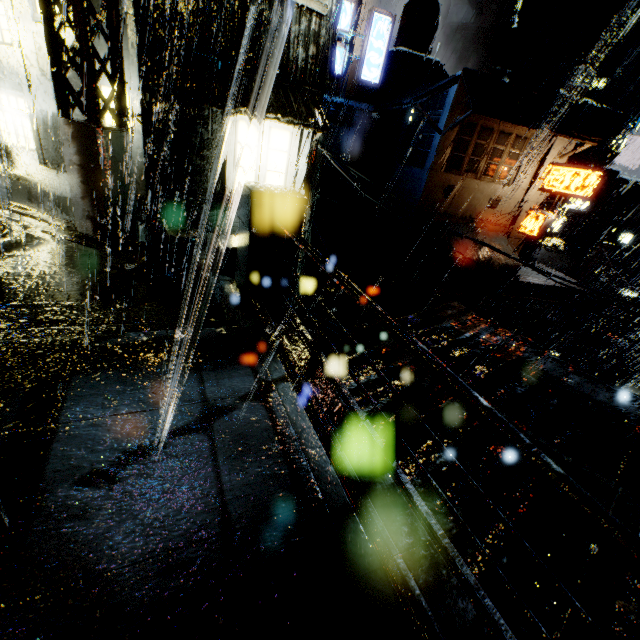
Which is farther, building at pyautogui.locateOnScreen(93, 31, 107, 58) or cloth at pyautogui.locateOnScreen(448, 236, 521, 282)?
cloth at pyautogui.locateOnScreen(448, 236, 521, 282)

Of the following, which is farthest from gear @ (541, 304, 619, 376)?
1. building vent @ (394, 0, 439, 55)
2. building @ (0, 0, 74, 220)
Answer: building vent @ (394, 0, 439, 55)

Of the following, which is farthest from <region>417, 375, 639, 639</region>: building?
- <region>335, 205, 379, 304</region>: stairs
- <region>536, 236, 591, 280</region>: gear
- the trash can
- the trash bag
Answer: <region>536, 236, 591, 280</region>: gear

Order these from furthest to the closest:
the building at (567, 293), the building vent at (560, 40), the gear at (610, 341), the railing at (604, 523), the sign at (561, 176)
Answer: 1. the gear at (610, 341)
2. the building vent at (560, 40)
3. the building at (567, 293)
4. the sign at (561, 176)
5. the railing at (604, 523)

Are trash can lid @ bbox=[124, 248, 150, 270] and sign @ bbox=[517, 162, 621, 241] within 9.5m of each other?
no

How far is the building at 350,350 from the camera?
4.77m

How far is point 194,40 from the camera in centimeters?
897cm

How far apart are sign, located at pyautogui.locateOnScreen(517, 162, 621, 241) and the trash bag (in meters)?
20.63
